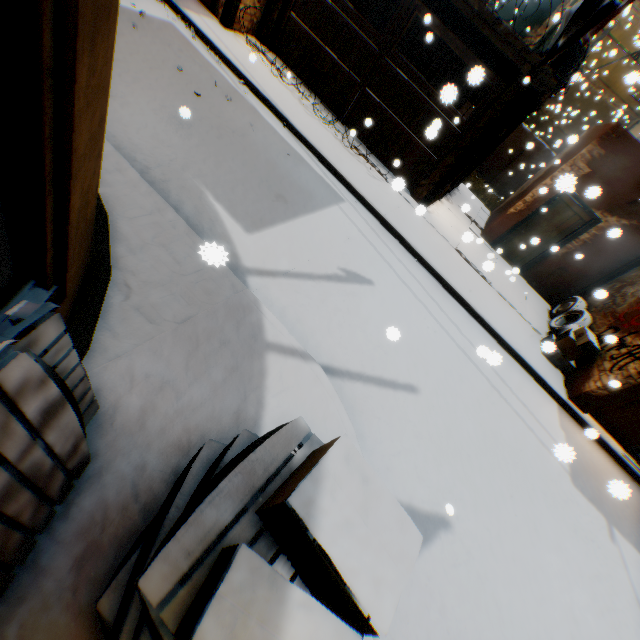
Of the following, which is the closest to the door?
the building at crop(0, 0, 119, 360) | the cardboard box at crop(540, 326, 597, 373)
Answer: the building at crop(0, 0, 119, 360)

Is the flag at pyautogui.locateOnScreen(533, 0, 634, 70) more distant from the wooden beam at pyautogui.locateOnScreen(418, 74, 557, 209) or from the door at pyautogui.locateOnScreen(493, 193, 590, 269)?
the door at pyautogui.locateOnScreen(493, 193, 590, 269)

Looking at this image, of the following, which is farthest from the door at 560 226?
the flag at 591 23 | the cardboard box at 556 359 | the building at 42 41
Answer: the flag at 591 23

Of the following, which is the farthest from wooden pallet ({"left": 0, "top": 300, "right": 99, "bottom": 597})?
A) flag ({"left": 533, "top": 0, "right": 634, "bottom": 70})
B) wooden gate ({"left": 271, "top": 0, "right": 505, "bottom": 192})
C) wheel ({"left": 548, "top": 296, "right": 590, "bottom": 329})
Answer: wheel ({"left": 548, "top": 296, "right": 590, "bottom": 329})

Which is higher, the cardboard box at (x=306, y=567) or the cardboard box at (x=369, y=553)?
the cardboard box at (x=369, y=553)

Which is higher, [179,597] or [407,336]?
[179,597]

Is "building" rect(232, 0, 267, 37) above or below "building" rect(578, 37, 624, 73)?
below

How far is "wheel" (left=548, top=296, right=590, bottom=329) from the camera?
8.6m
